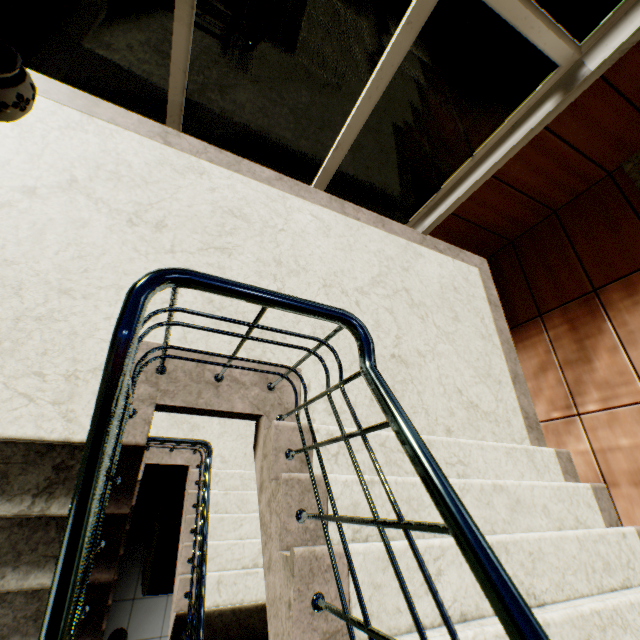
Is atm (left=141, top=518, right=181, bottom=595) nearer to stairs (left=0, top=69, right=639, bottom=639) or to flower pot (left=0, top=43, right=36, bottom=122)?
stairs (left=0, top=69, right=639, bottom=639)

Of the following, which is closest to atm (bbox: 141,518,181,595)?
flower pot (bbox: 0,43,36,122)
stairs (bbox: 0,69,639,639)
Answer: stairs (bbox: 0,69,639,639)

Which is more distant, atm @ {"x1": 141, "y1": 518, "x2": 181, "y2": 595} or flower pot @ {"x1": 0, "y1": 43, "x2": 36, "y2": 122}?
atm @ {"x1": 141, "y1": 518, "x2": 181, "y2": 595}

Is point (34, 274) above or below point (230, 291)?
below

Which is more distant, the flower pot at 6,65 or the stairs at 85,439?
the flower pot at 6,65

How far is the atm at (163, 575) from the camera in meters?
4.1 m

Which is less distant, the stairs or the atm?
the stairs
